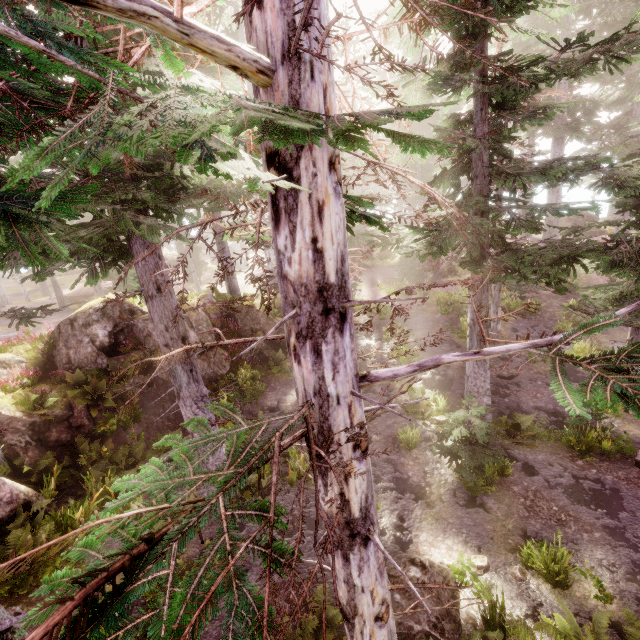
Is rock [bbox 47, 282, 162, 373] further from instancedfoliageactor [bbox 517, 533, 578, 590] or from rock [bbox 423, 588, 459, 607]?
rock [bbox 423, 588, 459, 607]

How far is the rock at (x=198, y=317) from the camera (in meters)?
16.56

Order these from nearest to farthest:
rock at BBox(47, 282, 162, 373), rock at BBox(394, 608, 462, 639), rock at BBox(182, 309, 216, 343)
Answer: rock at BBox(394, 608, 462, 639), rock at BBox(47, 282, 162, 373), rock at BBox(182, 309, 216, 343)

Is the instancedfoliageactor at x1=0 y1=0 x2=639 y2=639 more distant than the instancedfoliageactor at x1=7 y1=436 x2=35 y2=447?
No

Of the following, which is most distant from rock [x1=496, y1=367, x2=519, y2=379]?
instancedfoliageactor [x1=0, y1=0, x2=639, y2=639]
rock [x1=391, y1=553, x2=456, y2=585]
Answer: rock [x1=391, y1=553, x2=456, y2=585]

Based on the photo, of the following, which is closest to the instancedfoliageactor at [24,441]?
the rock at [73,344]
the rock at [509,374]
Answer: the rock at [73,344]

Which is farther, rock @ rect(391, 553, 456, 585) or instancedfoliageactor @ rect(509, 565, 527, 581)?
instancedfoliageactor @ rect(509, 565, 527, 581)

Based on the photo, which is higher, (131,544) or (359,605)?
(131,544)
